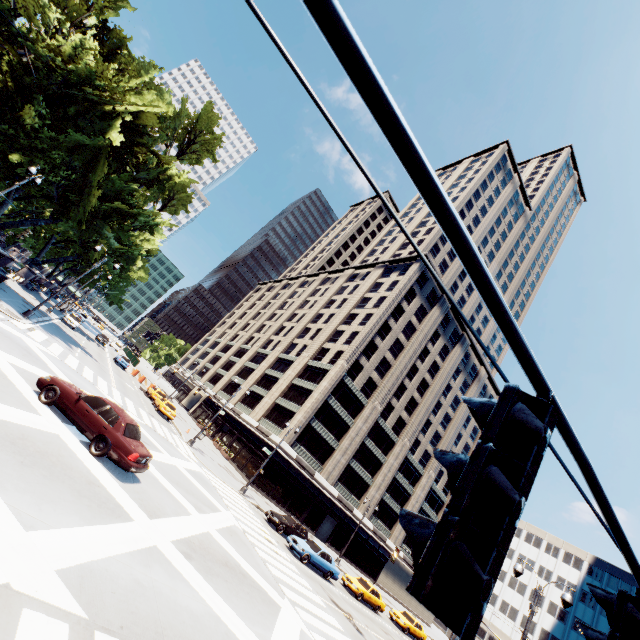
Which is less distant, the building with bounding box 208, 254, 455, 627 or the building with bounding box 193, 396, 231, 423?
Result: the building with bounding box 208, 254, 455, 627

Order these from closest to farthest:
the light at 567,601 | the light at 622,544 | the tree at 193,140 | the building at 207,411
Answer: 1. the light at 622,544
2. the light at 567,601
3. the tree at 193,140
4. the building at 207,411

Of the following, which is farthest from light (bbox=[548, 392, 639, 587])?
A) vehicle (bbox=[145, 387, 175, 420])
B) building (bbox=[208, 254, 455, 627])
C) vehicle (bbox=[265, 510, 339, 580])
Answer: building (bbox=[208, 254, 455, 627])

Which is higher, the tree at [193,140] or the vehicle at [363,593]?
the tree at [193,140]

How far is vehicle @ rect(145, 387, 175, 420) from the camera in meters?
33.2

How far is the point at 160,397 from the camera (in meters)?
38.34

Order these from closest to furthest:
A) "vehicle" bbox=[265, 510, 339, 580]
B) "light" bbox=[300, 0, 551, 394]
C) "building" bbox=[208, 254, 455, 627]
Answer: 1. "light" bbox=[300, 0, 551, 394]
2. "vehicle" bbox=[265, 510, 339, 580]
3. "building" bbox=[208, 254, 455, 627]

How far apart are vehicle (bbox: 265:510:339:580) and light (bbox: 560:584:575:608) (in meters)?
14.99
